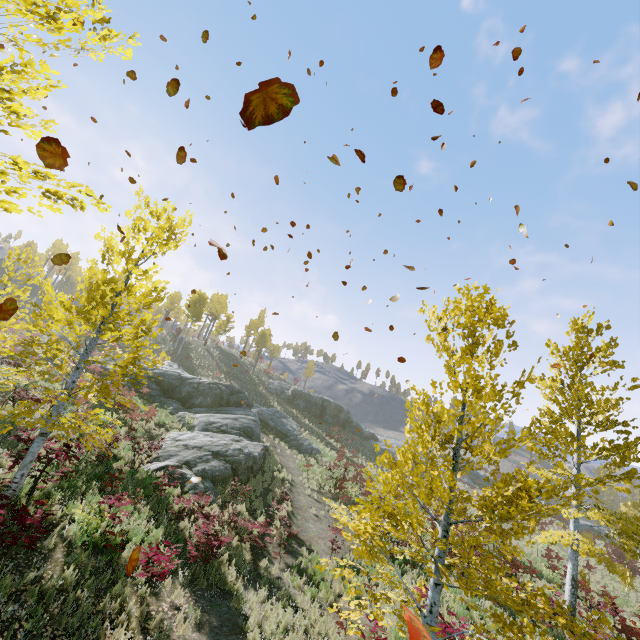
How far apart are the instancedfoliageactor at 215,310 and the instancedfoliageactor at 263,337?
7.8 meters

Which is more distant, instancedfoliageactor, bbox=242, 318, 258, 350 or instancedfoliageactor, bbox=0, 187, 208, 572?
instancedfoliageactor, bbox=242, 318, 258, 350

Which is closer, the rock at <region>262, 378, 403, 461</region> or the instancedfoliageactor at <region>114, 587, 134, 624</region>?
the instancedfoliageactor at <region>114, 587, 134, 624</region>

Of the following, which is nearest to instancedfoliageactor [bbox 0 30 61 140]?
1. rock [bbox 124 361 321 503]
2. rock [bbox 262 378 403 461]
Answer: rock [bbox 124 361 321 503]

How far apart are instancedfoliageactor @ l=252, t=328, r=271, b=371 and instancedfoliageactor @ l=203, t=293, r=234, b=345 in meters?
7.8 m

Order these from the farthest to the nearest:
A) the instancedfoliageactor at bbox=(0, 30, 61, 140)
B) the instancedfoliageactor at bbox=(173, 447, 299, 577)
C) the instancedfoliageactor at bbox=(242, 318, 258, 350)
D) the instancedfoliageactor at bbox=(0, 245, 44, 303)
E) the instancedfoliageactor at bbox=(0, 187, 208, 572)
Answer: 1. the instancedfoliageactor at bbox=(242, 318, 258, 350)
2. the instancedfoliageactor at bbox=(0, 245, 44, 303)
3. the instancedfoliageactor at bbox=(173, 447, 299, 577)
4. the instancedfoliageactor at bbox=(0, 187, 208, 572)
5. the instancedfoliageactor at bbox=(0, 30, 61, 140)

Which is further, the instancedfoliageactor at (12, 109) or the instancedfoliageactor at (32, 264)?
the instancedfoliageactor at (32, 264)

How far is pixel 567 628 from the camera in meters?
11.1 m
